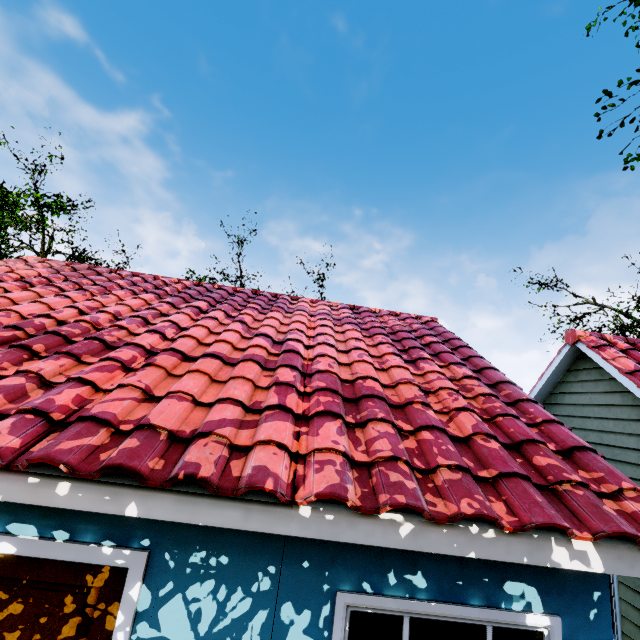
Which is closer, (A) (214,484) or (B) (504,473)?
(A) (214,484)
